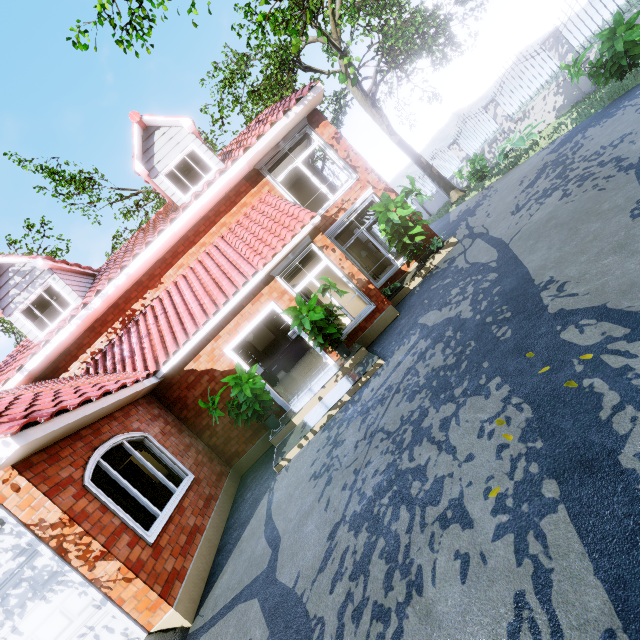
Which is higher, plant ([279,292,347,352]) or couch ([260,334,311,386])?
plant ([279,292,347,352])

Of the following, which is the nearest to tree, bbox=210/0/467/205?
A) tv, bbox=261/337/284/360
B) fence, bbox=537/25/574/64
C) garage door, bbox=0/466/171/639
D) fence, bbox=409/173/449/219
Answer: fence, bbox=537/25/574/64

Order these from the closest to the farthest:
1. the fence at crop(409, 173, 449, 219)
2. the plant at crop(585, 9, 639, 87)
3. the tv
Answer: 1. the plant at crop(585, 9, 639, 87)
2. the tv
3. the fence at crop(409, 173, 449, 219)

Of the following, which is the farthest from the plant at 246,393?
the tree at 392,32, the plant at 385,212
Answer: the tree at 392,32

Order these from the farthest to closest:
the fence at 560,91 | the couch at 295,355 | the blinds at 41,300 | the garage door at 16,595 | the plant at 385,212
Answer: the couch at 295,355 < the fence at 560,91 < the blinds at 41,300 < the plant at 385,212 < the garage door at 16,595

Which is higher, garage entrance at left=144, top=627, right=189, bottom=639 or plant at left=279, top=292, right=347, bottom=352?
plant at left=279, top=292, right=347, bottom=352

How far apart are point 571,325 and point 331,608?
3.3 meters

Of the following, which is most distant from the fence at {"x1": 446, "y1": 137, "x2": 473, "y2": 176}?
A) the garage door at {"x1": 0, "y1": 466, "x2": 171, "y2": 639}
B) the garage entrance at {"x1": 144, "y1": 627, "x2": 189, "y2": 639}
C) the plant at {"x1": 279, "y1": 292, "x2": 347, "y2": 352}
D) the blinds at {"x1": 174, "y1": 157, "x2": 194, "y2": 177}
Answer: the blinds at {"x1": 174, "y1": 157, "x2": 194, "y2": 177}
